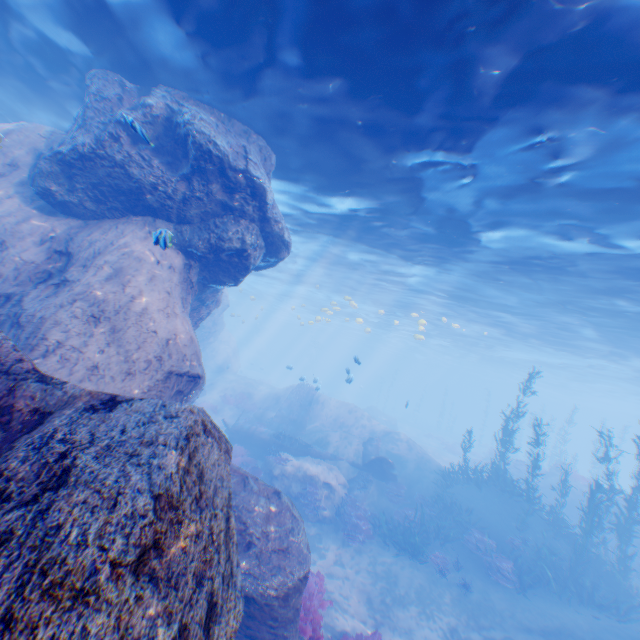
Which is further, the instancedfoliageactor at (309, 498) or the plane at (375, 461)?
the plane at (375, 461)

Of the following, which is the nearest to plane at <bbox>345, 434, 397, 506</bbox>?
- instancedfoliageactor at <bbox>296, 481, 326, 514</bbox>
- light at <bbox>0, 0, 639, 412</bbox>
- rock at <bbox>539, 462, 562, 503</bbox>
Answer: light at <bbox>0, 0, 639, 412</bbox>

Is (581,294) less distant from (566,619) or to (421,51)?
(566,619)

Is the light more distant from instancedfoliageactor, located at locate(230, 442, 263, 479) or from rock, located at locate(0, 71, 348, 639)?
instancedfoliageactor, located at locate(230, 442, 263, 479)

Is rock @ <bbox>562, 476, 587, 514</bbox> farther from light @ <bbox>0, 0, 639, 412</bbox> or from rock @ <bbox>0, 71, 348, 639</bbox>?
light @ <bbox>0, 0, 639, 412</bbox>

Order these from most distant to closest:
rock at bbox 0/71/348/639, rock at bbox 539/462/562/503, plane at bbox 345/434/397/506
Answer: rock at bbox 539/462/562/503, plane at bbox 345/434/397/506, rock at bbox 0/71/348/639

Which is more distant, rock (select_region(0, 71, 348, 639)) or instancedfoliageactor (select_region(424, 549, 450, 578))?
instancedfoliageactor (select_region(424, 549, 450, 578))

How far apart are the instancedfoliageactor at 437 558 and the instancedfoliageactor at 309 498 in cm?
476
